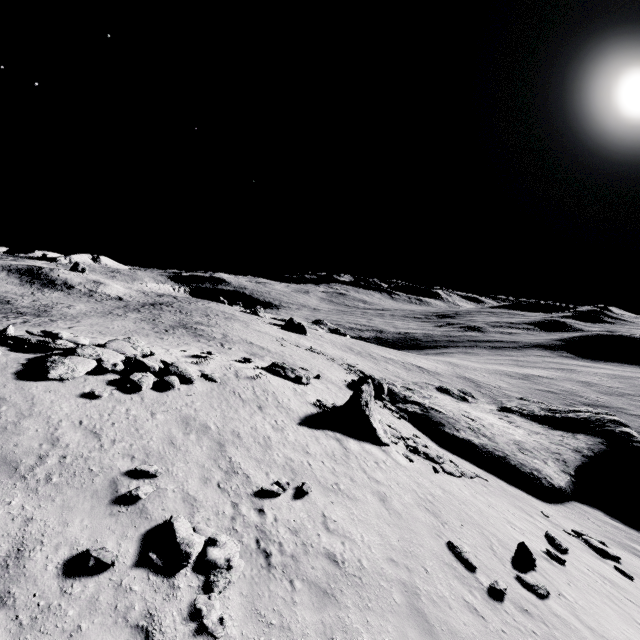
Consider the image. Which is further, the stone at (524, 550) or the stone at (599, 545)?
the stone at (599, 545)

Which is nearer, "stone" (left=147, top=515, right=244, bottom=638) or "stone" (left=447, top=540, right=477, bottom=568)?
"stone" (left=147, top=515, right=244, bottom=638)

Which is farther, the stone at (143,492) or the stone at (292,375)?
the stone at (292,375)

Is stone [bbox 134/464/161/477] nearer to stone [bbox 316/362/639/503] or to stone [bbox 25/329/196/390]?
stone [bbox 25/329/196/390]

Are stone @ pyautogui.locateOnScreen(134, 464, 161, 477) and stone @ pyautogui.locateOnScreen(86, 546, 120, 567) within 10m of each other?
yes

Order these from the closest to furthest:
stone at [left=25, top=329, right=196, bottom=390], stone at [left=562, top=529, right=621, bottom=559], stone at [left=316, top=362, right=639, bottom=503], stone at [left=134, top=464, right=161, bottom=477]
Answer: stone at [left=134, top=464, right=161, bottom=477] < stone at [left=25, top=329, right=196, bottom=390] < stone at [left=562, top=529, right=621, bottom=559] < stone at [left=316, top=362, right=639, bottom=503]

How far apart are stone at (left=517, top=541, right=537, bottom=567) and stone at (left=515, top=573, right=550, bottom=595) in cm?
92

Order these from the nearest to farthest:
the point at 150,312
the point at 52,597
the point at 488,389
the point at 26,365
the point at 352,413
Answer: the point at 52,597 → the point at 26,365 → the point at 352,413 → the point at 150,312 → the point at 488,389
